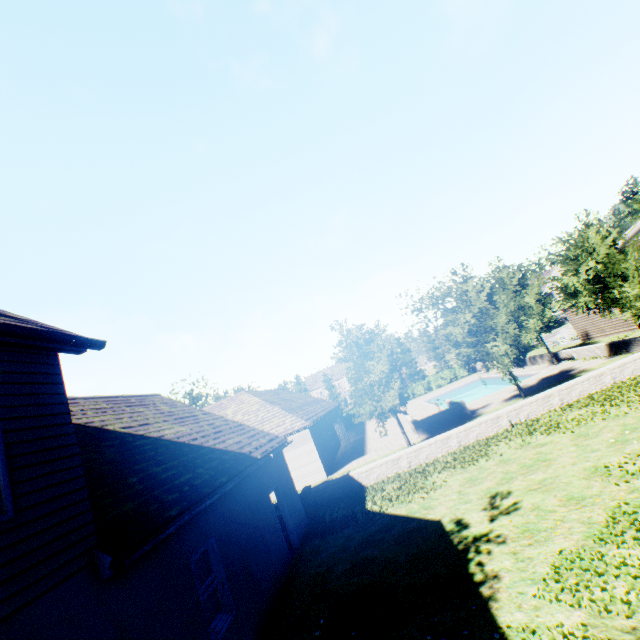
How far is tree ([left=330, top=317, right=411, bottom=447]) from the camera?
16.7 meters

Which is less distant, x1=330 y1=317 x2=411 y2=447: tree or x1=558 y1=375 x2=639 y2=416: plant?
x1=558 y1=375 x2=639 y2=416: plant

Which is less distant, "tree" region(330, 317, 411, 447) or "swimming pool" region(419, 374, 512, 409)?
"tree" region(330, 317, 411, 447)

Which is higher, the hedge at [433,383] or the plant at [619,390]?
the hedge at [433,383]

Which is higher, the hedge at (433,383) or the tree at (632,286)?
the tree at (632,286)

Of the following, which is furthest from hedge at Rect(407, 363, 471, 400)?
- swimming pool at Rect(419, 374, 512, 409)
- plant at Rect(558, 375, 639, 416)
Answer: swimming pool at Rect(419, 374, 512, 409)

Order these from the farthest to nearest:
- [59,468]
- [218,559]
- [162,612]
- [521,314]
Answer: [521,314] < [218,559] < [162,612] < [59,468]

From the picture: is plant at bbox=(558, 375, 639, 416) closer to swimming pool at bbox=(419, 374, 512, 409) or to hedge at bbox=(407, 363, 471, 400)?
hedge at bbox=(407, 363, 471, 400)
